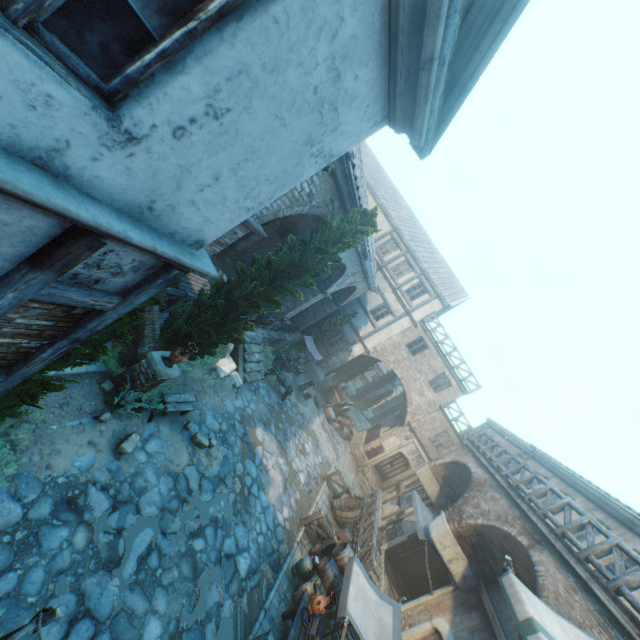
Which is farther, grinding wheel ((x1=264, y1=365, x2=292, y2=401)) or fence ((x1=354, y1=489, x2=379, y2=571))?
grinding wheel ((x1=264, y1=365, x2=292, y2=401))

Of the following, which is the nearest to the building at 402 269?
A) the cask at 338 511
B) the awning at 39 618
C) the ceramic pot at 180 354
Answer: the ceramic pot at 180 354

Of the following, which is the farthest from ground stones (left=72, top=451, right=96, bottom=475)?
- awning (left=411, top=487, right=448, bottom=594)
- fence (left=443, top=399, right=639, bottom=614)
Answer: fence (left=443, top=399, right=639, bottom=614)

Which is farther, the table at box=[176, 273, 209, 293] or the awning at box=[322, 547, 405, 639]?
the table at box=[176, 273, 209, 293]

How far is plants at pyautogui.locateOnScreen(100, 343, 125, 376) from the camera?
7.62m

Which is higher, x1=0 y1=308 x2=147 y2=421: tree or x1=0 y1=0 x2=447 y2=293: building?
x1=0 y1=0 x2=447 y2=293: building

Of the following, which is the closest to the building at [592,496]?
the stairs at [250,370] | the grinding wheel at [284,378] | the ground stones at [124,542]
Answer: the ground stones at [124,542]

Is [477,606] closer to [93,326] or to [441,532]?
[441,532]
